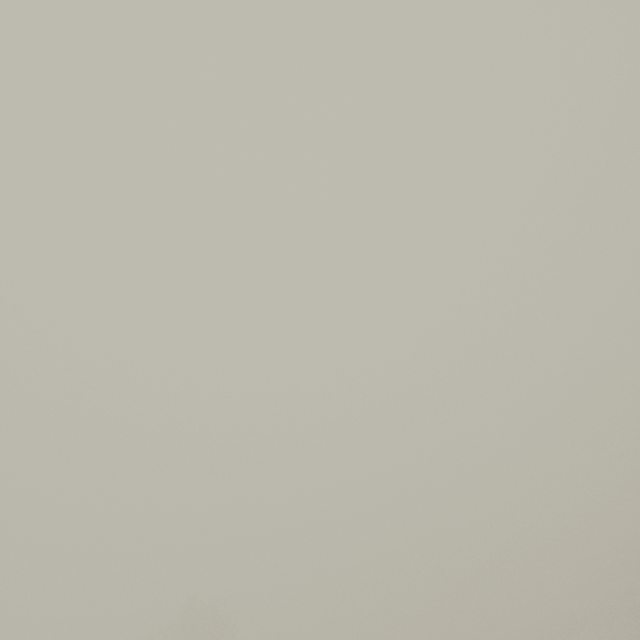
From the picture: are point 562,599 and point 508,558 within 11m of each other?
→ no
